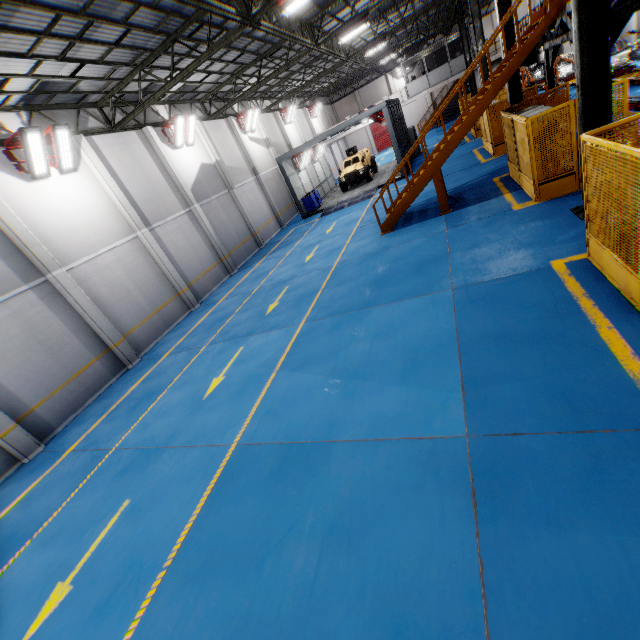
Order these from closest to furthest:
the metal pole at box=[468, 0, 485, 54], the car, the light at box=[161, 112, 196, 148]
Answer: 1. the light at box=[161, 112, 196, 148]
2. the metal pole at box=[468, 0, 485, 54]
3. the car

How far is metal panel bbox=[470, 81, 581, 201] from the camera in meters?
8.2

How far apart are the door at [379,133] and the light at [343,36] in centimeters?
3035cm

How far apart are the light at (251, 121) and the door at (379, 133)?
26.8 meters

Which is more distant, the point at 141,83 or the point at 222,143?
the point at 222,143

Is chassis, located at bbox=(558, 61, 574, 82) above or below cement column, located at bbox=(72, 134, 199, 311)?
below

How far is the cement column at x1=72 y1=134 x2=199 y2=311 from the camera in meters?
12.4 m

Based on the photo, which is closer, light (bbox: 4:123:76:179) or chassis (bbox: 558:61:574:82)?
light (bbox: 4:123:76:179)
